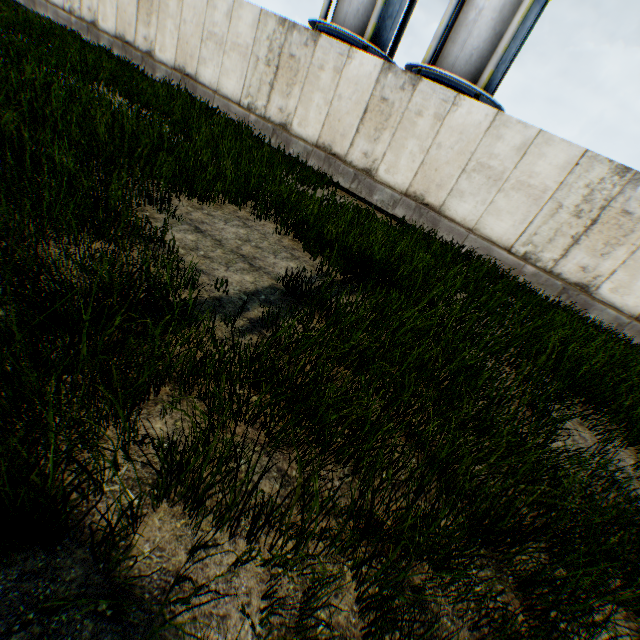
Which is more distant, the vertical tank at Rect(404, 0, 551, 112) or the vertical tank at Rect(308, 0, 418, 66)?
the vertical tank at Rect(308, 0, 418, 66)

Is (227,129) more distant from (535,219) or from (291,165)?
(535,219)

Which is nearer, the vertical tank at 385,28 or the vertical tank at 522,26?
the vertical tank at 522,26
